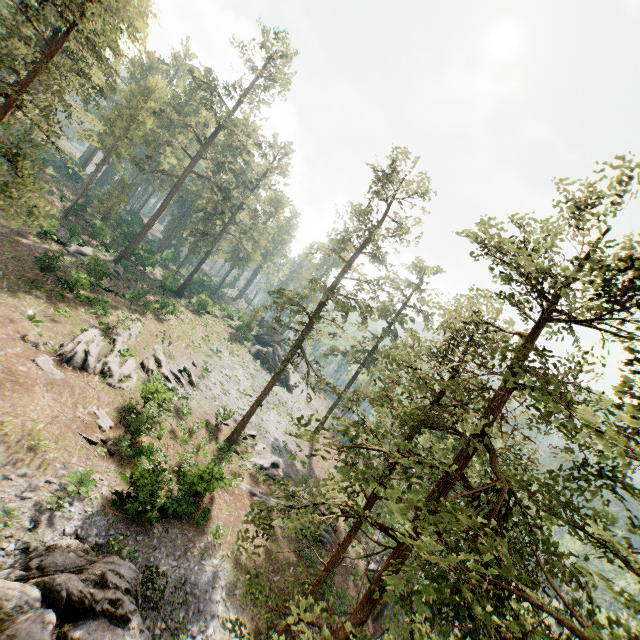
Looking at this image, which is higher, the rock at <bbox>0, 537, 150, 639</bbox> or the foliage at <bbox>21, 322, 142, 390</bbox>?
the foliage at <bbox>21, 322, 142, 390</bbox>

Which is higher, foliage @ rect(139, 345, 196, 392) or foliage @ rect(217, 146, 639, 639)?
foliage @ rect(217, 146, 639, 639)

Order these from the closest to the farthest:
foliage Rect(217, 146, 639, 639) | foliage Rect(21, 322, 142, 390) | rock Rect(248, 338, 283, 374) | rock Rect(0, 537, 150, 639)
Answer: foliage Rect(217, 146, 639, 639) < rock Rect(0, 537, 150, 639) < foliage Rect(21, 322, 142, 390) < rock Rect(248, 338, 283, 374)

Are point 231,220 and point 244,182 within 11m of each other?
yes

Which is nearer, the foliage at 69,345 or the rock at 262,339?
the foliage at 69,345

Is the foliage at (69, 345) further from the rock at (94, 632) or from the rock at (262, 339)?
the rock at (94, 632)

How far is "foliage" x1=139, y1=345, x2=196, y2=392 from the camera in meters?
27.2

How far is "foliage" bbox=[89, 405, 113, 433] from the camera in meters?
19.8
